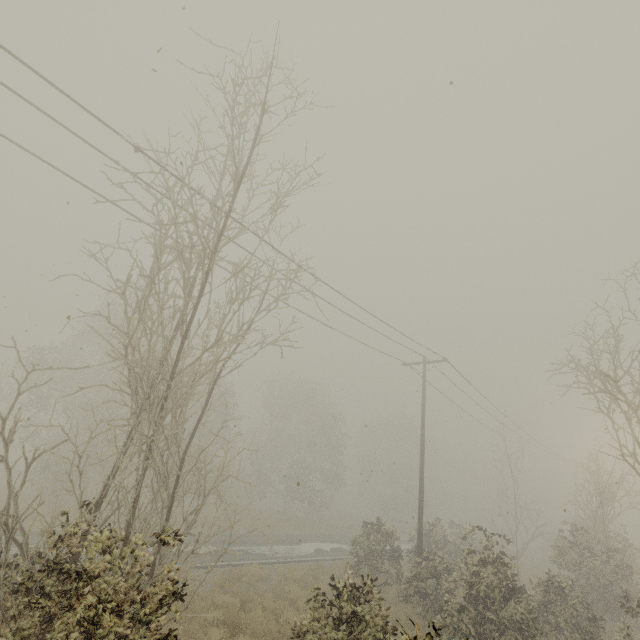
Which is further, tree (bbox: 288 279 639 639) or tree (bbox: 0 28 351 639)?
tree (bbox: 288 279 639 639)

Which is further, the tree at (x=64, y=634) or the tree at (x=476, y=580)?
the tree at (x=476, y=580)

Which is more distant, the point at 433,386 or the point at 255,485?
the point at 255,485
